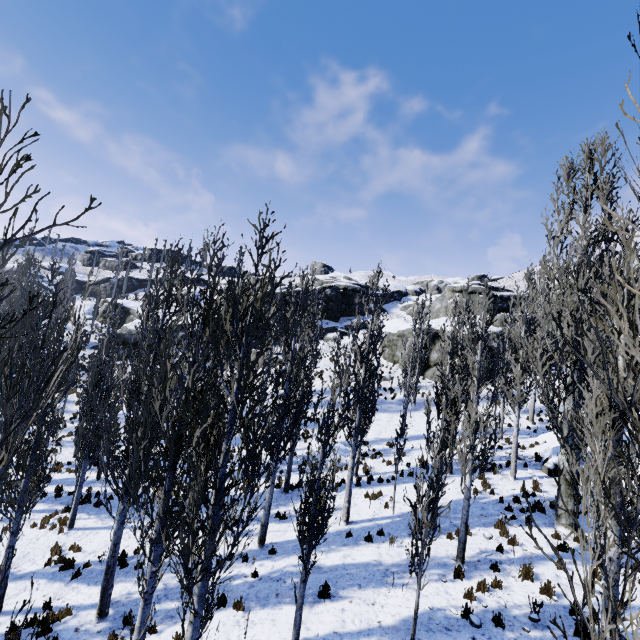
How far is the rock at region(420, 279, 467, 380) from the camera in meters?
32.8

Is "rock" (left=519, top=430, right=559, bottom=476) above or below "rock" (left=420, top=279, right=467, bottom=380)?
below

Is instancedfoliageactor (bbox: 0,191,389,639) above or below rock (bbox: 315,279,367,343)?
below

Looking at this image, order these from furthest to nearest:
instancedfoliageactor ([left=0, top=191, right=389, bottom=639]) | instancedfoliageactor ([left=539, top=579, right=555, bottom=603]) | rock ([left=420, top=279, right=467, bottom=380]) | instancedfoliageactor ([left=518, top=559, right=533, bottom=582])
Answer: rock ([left=420, top=279, right=467, bottom=380]) → instancedfoliageactor ([left=518, top=559, right=533, bottom=582]) → instancedfoliageactor ([left=539, top=579, right=555, bottom=603]) → instancedfoliageactor ([left=0, top=191, right=389, bottom=639])

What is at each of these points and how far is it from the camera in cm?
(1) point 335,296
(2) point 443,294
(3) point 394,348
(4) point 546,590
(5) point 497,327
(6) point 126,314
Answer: (1) rock, 4703
(2) rock, 4294
(3) rock, 3616
(4) instancedfoliageactor, 859
(5) rock, 3300
(6) rock, 4612

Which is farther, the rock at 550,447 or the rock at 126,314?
the rock at 126,314

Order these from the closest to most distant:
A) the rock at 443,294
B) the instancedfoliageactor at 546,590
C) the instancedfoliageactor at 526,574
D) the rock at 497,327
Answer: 1. the instancedfoliageactor at 546,590
2. the instancedfoliageactor at 526,574
3. the rock at 497,327
4. the rock at 443,294
